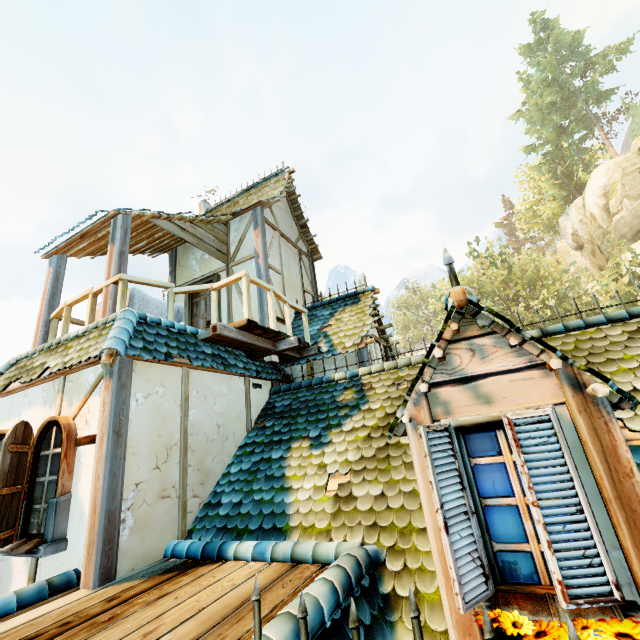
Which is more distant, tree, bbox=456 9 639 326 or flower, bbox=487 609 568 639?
tree, bbox=456 9 639 326

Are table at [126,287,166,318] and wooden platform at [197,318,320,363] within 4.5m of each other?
yes

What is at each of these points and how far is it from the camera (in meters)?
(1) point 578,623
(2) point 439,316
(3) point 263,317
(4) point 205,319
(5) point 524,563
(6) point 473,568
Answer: (1) flower, 1.79
(2) tree, 37.66
(3) building, 7.62
(4) door, 8.55
(5) window, 2.26
(6) window shutters, 2.25

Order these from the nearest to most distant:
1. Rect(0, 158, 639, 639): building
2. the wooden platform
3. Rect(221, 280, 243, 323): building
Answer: Rect(0, 158, 639, 639): building < the wooden platform < Rect(221, 280, 243, 323): building

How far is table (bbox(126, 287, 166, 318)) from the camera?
5.8m

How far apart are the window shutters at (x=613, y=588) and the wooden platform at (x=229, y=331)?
3.94m

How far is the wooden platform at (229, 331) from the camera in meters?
5.3 m

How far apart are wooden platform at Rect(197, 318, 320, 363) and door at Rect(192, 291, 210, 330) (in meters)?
1.73
